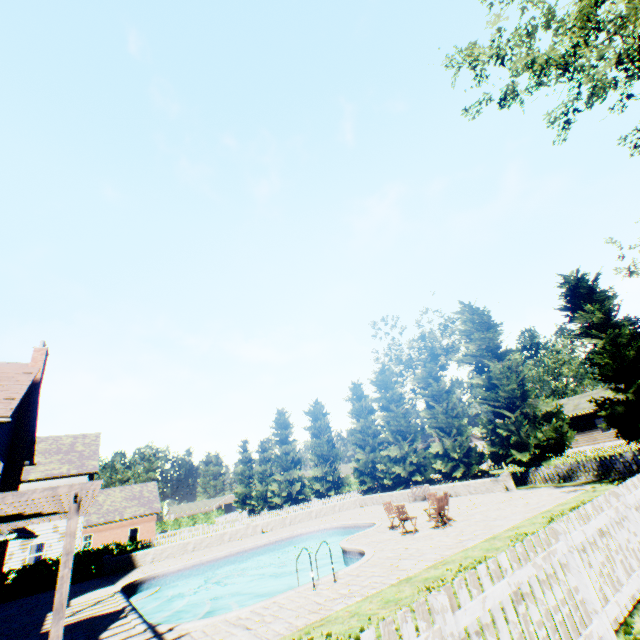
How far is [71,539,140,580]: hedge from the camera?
20.91m

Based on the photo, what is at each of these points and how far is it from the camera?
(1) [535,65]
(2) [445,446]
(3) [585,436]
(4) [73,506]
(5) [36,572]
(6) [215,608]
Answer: (1) tree, 12.2 meters
(2) tree, 25.2 meters
(3) house, 35.8 meters
(4) veranda, 5.4 meters
(5) hedge, 19.7 meters
(6) swimming pool, 16.9 meters

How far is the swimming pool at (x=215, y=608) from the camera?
9.23m

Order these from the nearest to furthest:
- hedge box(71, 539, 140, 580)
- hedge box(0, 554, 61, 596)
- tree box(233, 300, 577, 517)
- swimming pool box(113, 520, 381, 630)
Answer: swimming pool box(113, 520, 381, 630) < hedge box(0, 554, 61, 596) < hedge box(71, 539, 140, 580) < tree box(233, 300, 577, 517)

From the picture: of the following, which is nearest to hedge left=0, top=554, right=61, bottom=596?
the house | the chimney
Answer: the chimney

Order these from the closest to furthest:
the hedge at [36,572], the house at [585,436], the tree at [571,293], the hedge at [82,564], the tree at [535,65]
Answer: the tree at [535,65] < the tree at [571,293] < the hedge at [36,572] < the hedge at [82,564] < the house at [585,436]

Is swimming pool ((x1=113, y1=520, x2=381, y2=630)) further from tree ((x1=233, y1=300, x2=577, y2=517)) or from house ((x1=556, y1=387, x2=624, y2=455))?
house ((x1=556, y1=387, x2=624, y2=455))

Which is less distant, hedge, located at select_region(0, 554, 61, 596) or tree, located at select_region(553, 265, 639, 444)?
tree, located at select_region(553, 265, 639, 444)
